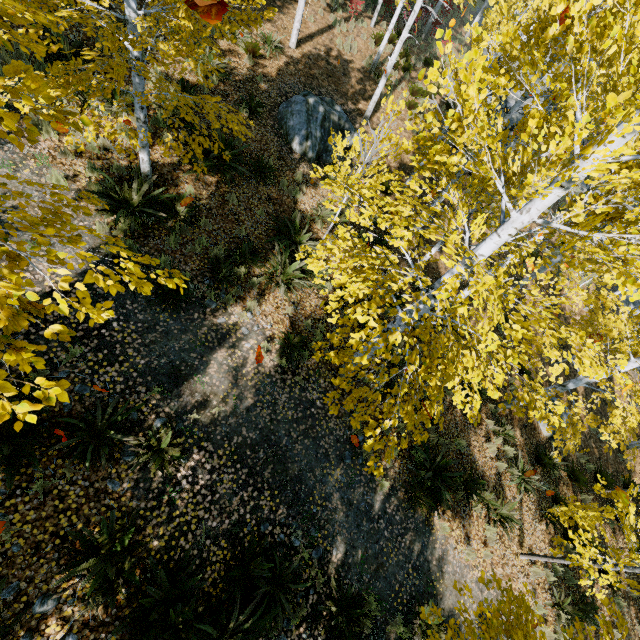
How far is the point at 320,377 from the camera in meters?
7.5 m

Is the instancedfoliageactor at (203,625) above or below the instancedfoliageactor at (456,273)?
below

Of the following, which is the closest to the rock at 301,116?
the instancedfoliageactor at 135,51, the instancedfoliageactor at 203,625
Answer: the instancedfoliageactor at 135,51

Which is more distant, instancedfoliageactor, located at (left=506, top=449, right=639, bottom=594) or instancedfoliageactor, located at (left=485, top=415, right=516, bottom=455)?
instancedfoliageactor, located at (left=485, top=415, right=516, bottom=455)

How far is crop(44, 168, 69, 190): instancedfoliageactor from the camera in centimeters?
293cm

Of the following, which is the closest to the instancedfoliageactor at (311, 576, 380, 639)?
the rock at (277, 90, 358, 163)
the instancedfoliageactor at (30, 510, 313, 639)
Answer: the rock at (277, 90, 358, 163)

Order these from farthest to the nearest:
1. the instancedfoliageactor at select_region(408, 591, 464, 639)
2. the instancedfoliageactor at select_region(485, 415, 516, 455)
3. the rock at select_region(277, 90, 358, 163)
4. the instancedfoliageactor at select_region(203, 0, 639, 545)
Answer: the rock at select_region(277, 90, 358, 163), the instancedfoliageactor at select_region(485, 415, 516, 455), the instancedfoliageactor at select_region(408, 591, 464, 639), the instancedfoliageactor at select_region(203, 0, 639, 545)
